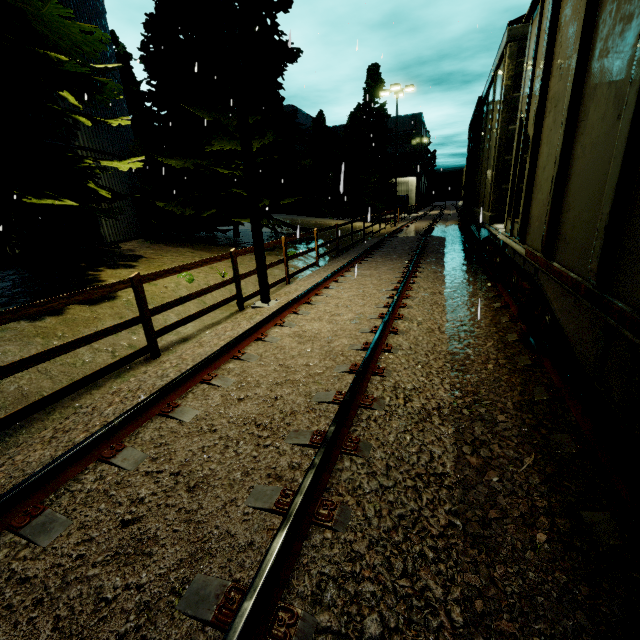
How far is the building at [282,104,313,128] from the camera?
43.81m

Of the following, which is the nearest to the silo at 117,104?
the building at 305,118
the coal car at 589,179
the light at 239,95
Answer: the light at 239,95

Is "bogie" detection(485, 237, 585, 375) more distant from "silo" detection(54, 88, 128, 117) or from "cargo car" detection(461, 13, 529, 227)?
"silo" detection(54, 88, 128, 117)

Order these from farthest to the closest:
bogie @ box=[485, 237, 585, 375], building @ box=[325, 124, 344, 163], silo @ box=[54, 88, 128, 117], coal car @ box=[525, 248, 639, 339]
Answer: building @ box=[325, 124, 344, 163], silo @ box=[54, 88, 128, 117], bogie @ box=[485, 237, 585, 375], coal car @ box=[525, 248, 639, 339]

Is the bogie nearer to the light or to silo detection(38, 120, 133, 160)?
the light

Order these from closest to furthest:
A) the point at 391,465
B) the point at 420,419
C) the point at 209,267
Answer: the point at 391,465 → the point at 420,419 → the point at 209,267

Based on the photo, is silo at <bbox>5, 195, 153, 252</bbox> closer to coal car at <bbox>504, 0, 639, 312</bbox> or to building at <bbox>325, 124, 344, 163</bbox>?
coal car at <bbox>504, 0, 639, 312</bbox>

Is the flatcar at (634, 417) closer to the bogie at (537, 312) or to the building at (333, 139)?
the bogie at (537, 312)
